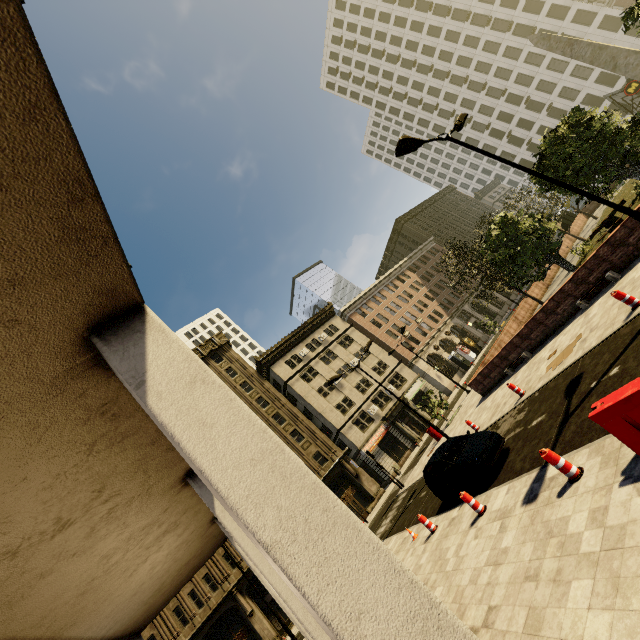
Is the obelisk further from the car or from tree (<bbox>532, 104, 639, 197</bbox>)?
the car

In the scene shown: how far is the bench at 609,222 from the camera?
18.9m

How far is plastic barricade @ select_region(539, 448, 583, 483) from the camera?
6.3 meters

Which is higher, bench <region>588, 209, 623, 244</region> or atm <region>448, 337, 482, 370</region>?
atm <region>448, 337, 482, 370</region>

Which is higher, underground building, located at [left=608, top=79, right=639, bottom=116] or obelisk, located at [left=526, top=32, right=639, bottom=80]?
obelisk, located at [left=526, top=32, right=639, bottom=80]

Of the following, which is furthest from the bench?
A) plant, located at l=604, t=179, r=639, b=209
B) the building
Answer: the building

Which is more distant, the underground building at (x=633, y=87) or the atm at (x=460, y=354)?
the atm at (x=460, y=354)

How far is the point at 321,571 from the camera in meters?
2.2
